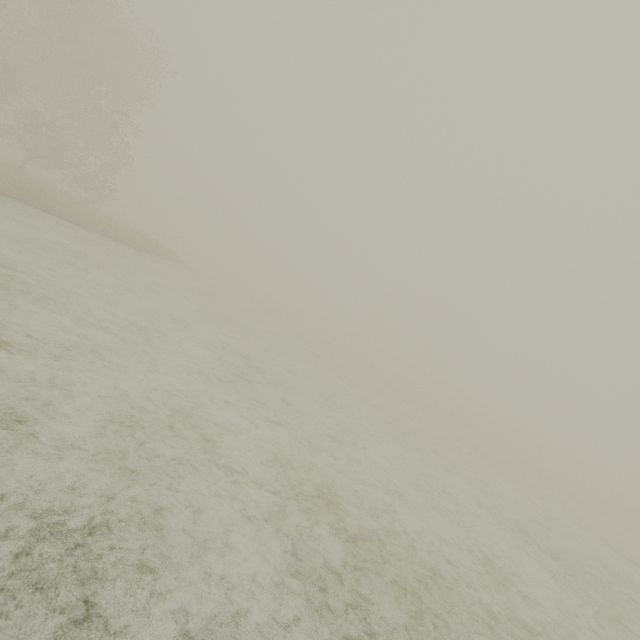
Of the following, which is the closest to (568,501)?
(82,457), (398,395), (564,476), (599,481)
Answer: (398,395)
